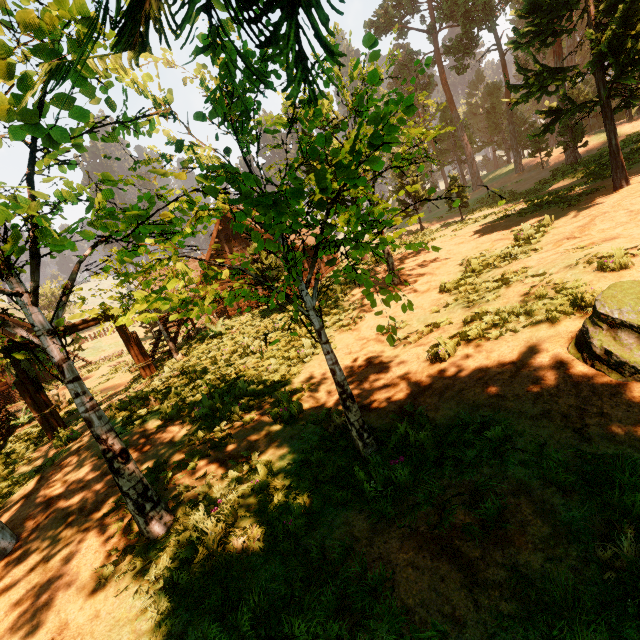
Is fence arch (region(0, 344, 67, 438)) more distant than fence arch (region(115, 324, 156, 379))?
No

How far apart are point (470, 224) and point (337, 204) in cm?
1627

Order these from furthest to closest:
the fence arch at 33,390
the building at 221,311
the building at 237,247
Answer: the building at 237,247 < the building at 221,311 < the fence arch at 33,390

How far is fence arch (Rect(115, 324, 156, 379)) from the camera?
13.98m

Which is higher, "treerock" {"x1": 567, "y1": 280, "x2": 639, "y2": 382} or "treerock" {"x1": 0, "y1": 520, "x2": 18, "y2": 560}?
"treerock" {"x1": 567, "y1": 280, "x2": 639, "y2": 382}

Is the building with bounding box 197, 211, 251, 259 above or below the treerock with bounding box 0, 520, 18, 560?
above

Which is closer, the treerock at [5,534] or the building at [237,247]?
the treerock at [5,534]

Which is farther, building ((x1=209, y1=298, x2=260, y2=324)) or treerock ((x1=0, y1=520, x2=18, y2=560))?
building ((x1=209, y1=298, x2=260, y2=324))
